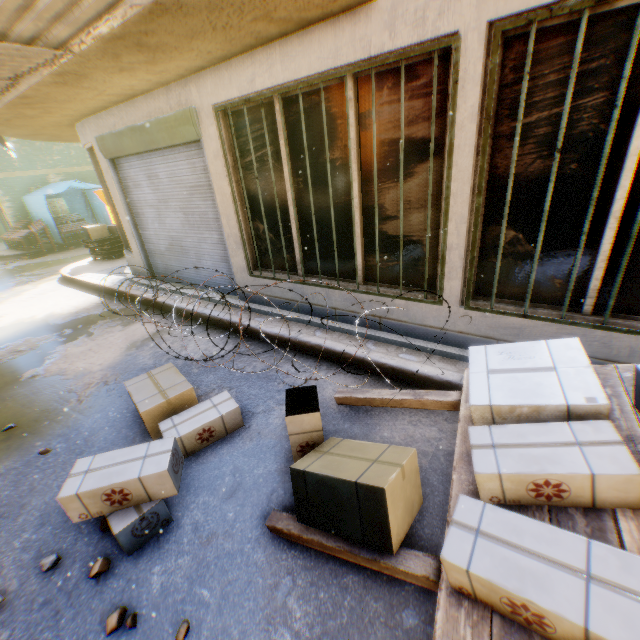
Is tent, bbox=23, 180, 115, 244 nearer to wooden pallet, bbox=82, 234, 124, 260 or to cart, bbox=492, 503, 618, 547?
wooden pallet, bbox=82, 234, 124, 260

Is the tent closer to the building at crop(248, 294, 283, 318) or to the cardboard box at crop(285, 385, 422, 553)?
the building at crop(248, 294, 283, 318)

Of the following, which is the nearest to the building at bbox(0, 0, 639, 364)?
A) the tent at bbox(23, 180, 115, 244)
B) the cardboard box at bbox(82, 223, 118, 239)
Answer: the tent at bbox(23, 180, 115, 244)

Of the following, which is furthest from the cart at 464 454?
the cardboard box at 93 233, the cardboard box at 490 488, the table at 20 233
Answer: the table at 20 233

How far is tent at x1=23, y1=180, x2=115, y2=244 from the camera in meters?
13.5

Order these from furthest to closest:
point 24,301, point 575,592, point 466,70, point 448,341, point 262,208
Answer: point 24,301, point 262,208, point 448,341, point 466,70, point 575,592

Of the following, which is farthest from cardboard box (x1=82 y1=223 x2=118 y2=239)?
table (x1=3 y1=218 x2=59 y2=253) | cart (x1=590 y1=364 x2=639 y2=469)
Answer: cart (x1=590 y1=364 x2=639 y2=469)

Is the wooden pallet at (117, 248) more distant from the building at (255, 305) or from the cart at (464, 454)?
the cart at (464, 454)
